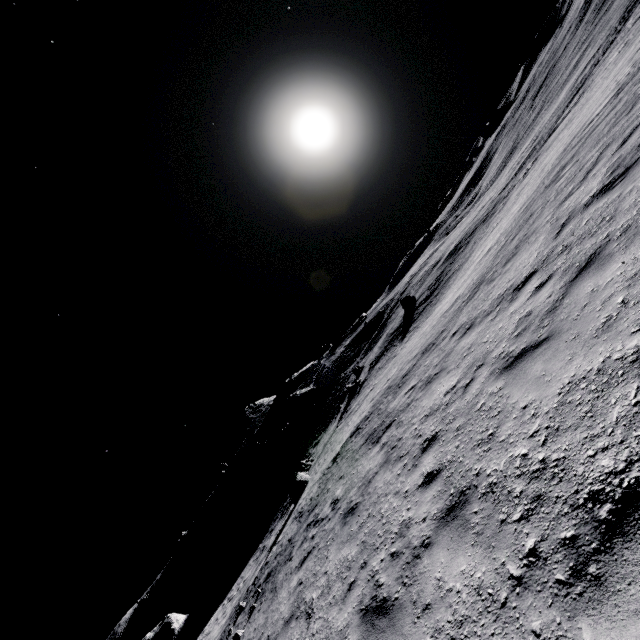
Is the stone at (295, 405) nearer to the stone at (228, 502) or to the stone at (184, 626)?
the stone at (228, 502)

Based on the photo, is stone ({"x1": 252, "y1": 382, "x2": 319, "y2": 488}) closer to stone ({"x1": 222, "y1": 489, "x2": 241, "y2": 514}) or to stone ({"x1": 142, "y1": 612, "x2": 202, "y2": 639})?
stone ({"x1": 222, "y1": 489, "x2": 241, "y2": 514})

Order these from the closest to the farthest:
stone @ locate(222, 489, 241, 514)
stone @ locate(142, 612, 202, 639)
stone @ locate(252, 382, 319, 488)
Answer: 1. stone @ locate(142, 612, 202, 639)
2. stone @ locate(252, 382, 319, 488)
3. stone @ locate(222, 489, 241, 514)

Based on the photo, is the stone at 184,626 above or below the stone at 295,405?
below

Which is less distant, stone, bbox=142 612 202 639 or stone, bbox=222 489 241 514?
stone, bbox=142 612 202 639

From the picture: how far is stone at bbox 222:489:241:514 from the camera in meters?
55.9 m

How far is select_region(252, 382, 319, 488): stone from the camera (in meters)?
50.44

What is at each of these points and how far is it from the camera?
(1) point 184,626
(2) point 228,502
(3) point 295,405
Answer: (1) stone, 32.62m
(2) stone, 56.19m
(3) stone, 57.78m
